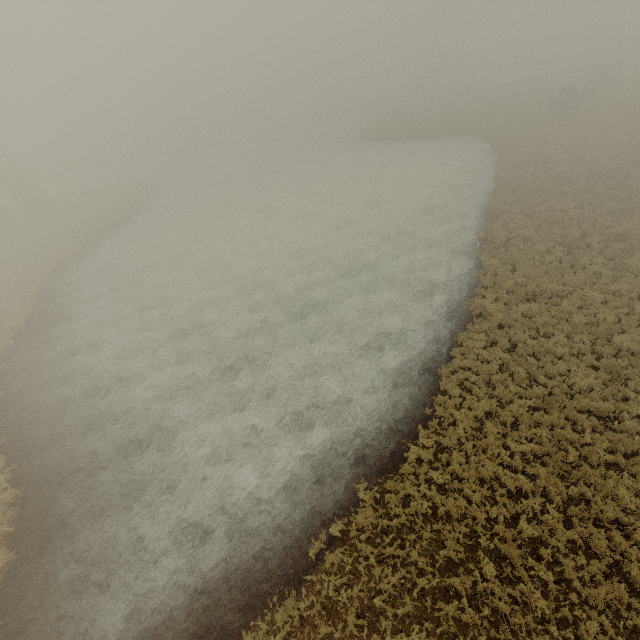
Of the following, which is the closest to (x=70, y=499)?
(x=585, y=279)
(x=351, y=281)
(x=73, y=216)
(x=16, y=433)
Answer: (x=16, y=433)
